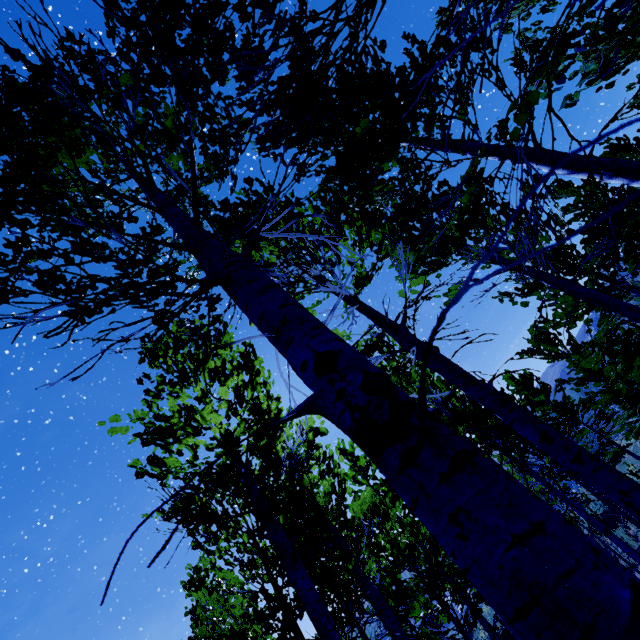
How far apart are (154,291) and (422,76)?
1.49m
